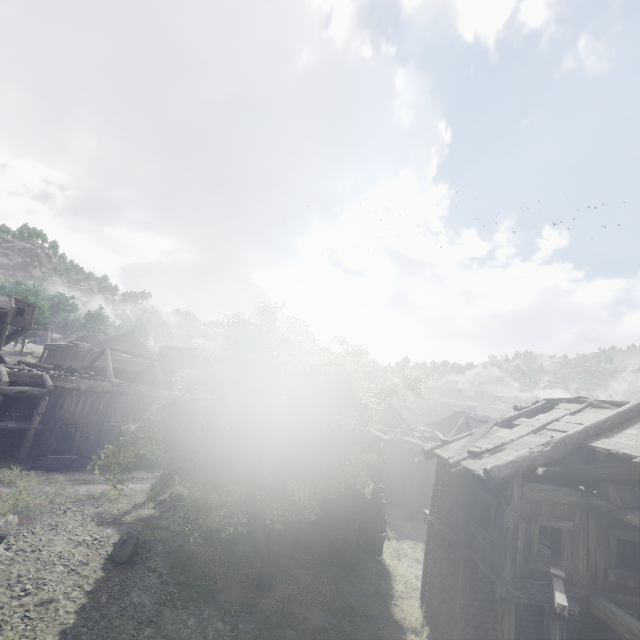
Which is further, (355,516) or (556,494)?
(355,516)

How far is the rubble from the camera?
17.81m

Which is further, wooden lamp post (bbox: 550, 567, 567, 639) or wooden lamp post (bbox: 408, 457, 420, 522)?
wooden lamp post (bbox: 408, 457, 420, 522)

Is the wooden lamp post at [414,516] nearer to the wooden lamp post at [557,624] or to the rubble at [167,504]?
the rubble at [167,504]

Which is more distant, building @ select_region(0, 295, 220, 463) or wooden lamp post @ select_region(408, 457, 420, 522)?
wooden lamp post @ select_region(408, 457, 420, 522)

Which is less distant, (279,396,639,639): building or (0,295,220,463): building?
(279,396,639,639): building

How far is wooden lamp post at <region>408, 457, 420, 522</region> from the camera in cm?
2556

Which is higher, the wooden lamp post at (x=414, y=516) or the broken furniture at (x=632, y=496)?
the broken furniture at (x=632, y=496)
